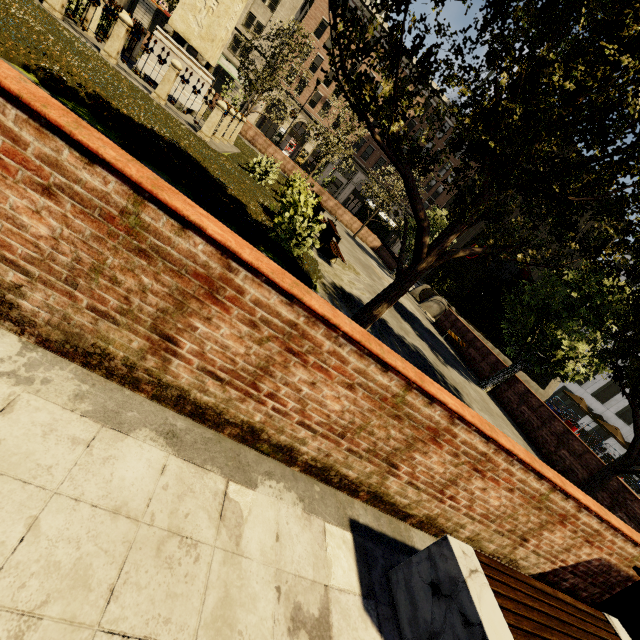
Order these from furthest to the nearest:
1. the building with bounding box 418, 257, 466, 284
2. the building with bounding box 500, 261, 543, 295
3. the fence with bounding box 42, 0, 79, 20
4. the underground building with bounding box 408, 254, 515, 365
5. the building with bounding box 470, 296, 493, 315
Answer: the building with bounding box 470, 296, 493, 315 < the building with bounding box 500, 261, 543, 295 < the building with bounding box 418, 257, 466, 284 < the underground building with bounding box 408, 254, 515, 365 < the fence with bounding box 42, 0, 79, 20

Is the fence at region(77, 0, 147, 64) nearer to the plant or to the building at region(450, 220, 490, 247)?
the plant

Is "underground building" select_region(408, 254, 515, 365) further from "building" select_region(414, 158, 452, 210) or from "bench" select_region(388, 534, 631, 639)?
"building" select_region(414, 158, 452, 210)

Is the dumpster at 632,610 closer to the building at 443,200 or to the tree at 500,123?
the tree at 500,123

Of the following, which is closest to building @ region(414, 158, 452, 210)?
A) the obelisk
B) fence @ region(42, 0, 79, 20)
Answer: fence @ region(42, 0, 79, 20)

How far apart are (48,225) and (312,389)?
1.7 meters

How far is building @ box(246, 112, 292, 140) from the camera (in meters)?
42.66

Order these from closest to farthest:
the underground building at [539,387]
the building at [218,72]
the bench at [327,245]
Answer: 1. the bench at [327,245]
2. the underground building at [539,387]
3. the building at [218,72]
